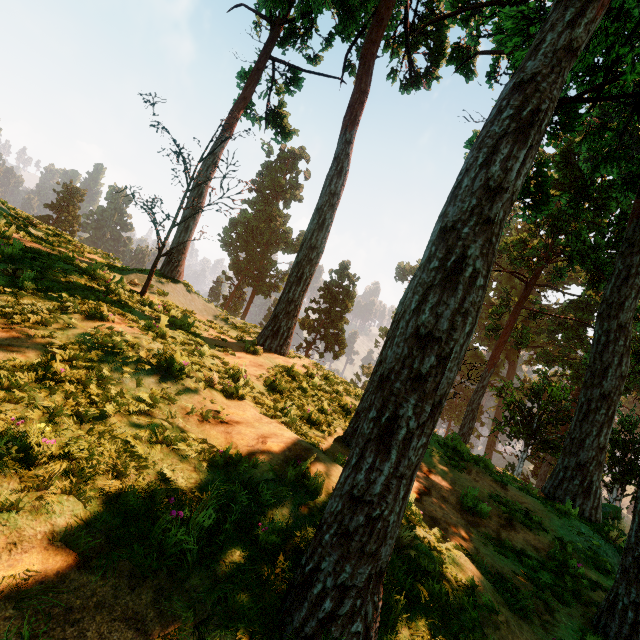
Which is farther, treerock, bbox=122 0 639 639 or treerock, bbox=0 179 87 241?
treerock, bbox=0 179 87 241

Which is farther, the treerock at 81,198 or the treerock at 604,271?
the treerock at 81,198

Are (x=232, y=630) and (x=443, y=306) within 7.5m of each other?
yes
